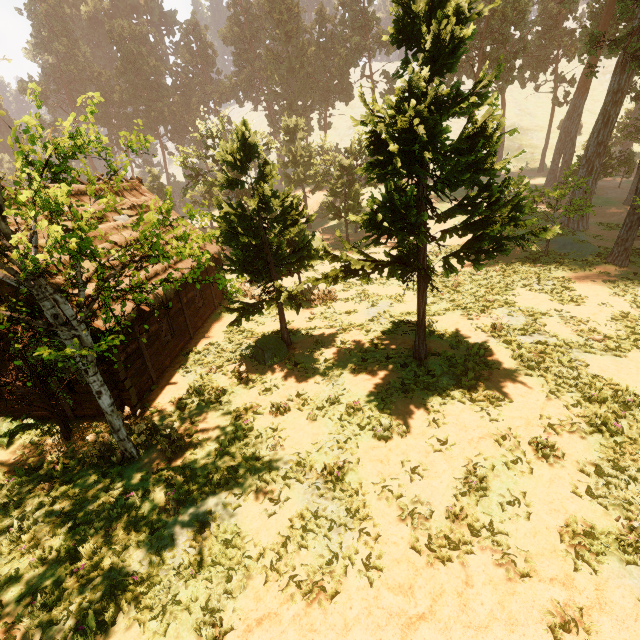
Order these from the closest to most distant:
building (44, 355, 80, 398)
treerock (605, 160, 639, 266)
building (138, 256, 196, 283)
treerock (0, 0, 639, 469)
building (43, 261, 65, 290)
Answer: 1. treerock (0, 0, 639, 469)
2. building (43, 261, 65, 290)
3. building (44, 355, 80, 398)
4. building (138, 256, 196, 283)
5. treerock (605, 160, 639, 266)

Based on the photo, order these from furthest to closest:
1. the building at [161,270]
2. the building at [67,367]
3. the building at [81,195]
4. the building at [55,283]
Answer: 1. the building at [81,195]
2. the building at [161,270]
3. the building at [67,367]
4. the building at [55,283]

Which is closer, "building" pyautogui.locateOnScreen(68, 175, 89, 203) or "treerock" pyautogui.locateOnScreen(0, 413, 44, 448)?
"treerock" pyautogui.locateOnScreen(0, 413, 44, 448)

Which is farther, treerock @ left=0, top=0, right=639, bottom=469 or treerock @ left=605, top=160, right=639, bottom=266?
treerock @ left=605, top=160, right=639, bottom=266

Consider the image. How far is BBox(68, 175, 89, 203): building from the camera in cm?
1409

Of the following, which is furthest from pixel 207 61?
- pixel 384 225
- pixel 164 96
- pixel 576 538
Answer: pixel 576 538

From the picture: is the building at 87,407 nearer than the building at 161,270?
Yes
